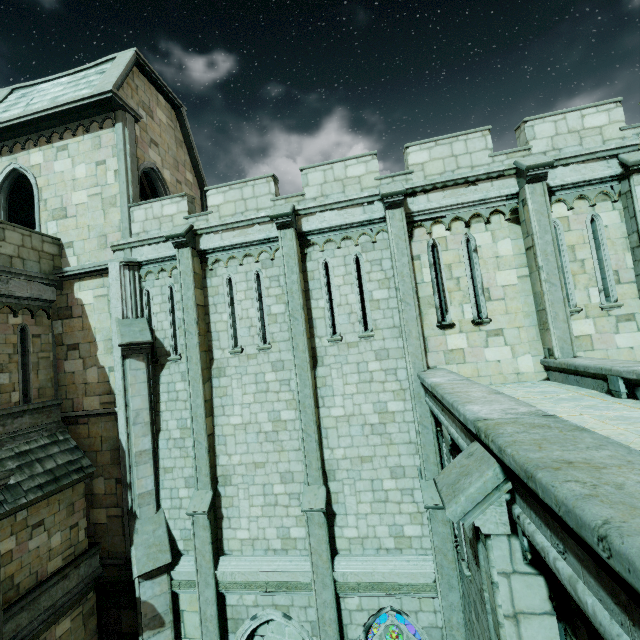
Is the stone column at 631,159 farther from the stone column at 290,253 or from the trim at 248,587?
the trim at 248,587

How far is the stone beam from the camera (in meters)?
2.88

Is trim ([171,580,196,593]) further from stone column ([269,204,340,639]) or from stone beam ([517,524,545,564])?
stone beam ([517,524,545,564])

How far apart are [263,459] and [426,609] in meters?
5.7 m

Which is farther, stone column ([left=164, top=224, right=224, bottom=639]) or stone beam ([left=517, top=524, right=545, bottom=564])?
stone column ([left=164, top=224, right=224, bottom=639])

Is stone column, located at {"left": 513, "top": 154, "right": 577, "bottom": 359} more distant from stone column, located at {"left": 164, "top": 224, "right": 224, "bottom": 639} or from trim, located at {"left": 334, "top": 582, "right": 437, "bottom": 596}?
stone column, located at {"left": 164, "top": 224, "right": 224, "bottom": 639}

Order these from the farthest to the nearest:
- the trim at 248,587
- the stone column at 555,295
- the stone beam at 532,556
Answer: the trim at 248,587, the stone column at 555,295, the stone beam at 532,556

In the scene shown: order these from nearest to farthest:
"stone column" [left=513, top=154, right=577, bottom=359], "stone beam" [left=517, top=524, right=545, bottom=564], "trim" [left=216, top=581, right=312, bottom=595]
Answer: "stone beam" [left=517, top=524, right=545, bottom=564], "stone column" [left=513, top=154, right=577, bottom=359], "trim" [left=216, top=581, right=312, bottom=595]
